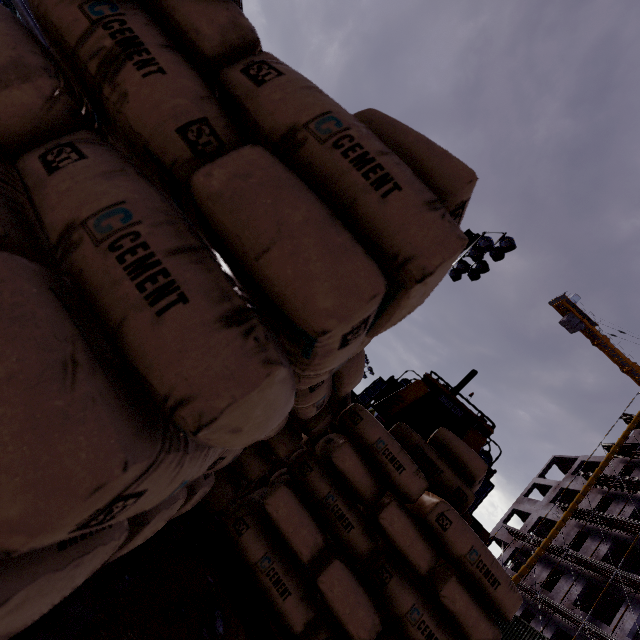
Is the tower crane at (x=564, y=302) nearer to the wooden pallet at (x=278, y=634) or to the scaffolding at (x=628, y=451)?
the scaffolding at (x=628, y=451)

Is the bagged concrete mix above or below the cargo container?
below

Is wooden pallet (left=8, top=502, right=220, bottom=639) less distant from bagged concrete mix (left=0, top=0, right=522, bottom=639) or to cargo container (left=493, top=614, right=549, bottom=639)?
bagged concrete mix (left=0, top=0, right=522, bottom=639)

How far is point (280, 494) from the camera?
1.6m

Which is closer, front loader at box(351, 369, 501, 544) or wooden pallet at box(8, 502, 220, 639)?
wooden pallet at box(8, 502, 220, 639)

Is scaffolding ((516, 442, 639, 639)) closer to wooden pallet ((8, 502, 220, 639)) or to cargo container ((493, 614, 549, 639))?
cargo container ((493, 614, 549, 639))

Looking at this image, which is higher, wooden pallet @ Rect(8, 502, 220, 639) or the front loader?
the front loader

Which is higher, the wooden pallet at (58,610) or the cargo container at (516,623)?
the cargo container at (516,623)
